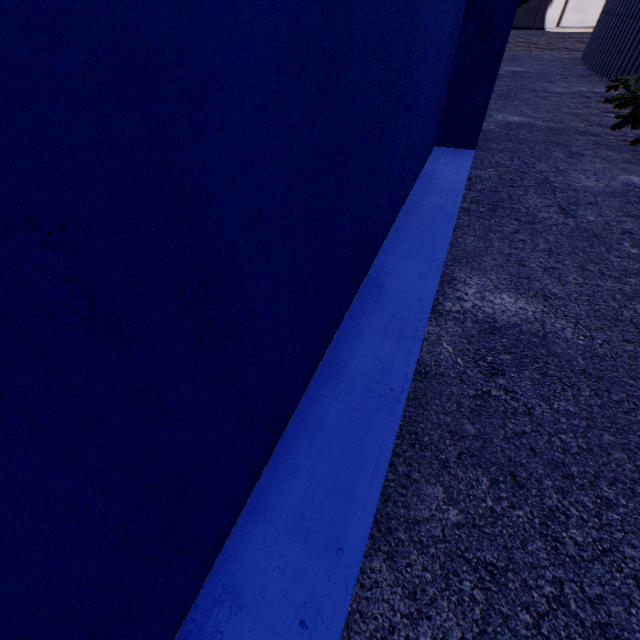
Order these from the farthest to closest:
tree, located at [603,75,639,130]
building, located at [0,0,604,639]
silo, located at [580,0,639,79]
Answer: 1. silo, located at [580,0,639,79]
2. tree, located at [603,75,639,130]
3. building, located at [0,0,604,639]

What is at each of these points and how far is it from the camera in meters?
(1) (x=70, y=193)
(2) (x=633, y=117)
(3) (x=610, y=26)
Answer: (1) building, 0.4 m
(2) tree, 3.4 m
(3) silo, 7.2 m

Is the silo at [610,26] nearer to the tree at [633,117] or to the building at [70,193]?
the tree at [633,117]

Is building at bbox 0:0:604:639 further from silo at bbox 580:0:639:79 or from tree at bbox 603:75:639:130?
silo at bbox 580:0:639:79

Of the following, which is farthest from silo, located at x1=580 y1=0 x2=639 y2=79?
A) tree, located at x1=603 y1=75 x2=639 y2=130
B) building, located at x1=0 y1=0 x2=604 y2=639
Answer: building, located at x1=0 y1=0 x2=604 y2=639

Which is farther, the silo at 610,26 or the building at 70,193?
the silo at 610,26

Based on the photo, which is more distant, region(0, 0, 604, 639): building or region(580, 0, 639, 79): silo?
region(580, 0, 639, 79): silo

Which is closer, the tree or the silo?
the tree
